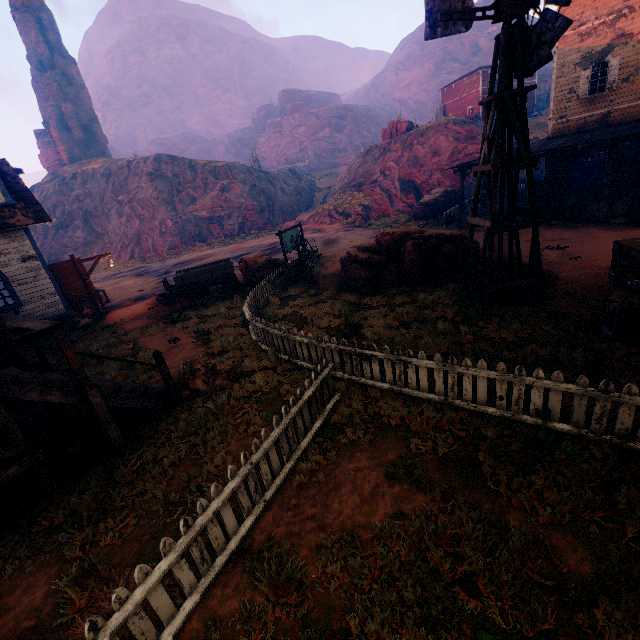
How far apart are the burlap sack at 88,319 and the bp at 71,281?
0.5 meters

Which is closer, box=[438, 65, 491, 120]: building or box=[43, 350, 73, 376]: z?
box=[43, 350, 73, 376]: z

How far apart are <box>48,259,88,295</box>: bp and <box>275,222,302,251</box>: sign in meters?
9.9 m

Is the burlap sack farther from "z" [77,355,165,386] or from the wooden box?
the wooden box

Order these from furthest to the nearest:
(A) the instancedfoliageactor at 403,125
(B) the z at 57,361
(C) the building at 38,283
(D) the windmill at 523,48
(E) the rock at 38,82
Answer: (E) the rock at 38,82 → (A) the instancedfoliageactor at 403,125 → (C) the building at 38,283 → (B) the z at 57,361 → (D) the windmill at 523,48

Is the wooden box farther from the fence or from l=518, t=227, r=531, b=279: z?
the fence

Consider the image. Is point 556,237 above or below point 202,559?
below

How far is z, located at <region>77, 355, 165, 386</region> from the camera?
9.0m
